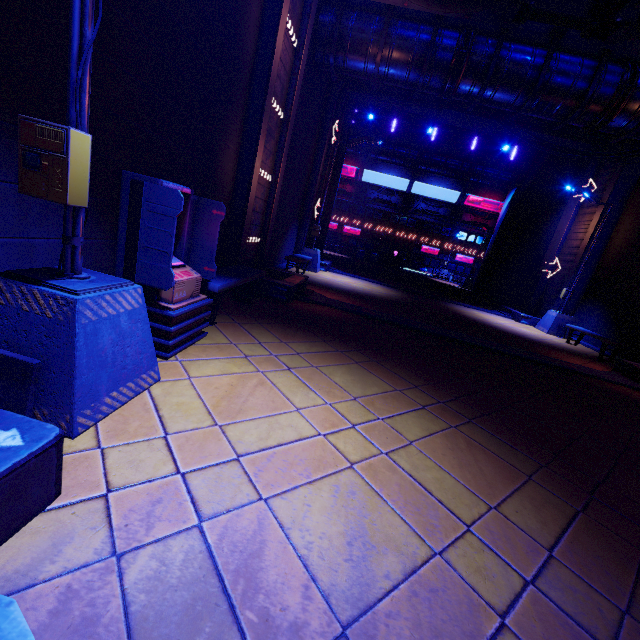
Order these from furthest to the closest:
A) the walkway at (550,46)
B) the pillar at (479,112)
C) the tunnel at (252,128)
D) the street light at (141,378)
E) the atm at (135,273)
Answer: the pillar at (479,112), the walkway at (550,46), the tunnel at (252,128), the atm at (135,273), the street light at (141,378)

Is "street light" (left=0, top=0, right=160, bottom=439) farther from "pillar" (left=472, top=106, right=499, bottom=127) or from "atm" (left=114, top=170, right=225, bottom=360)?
"pillar" (left=472, top=106, right=499, bottom=127)

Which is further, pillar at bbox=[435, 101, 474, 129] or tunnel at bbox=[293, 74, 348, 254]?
pillar at bbox=[435, 101, 474, 129]

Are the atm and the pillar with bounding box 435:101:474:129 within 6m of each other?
no

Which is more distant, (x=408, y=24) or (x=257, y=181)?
(x=408, y=24)

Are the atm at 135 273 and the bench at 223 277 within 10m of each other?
yes

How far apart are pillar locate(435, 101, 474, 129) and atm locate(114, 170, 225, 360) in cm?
1616

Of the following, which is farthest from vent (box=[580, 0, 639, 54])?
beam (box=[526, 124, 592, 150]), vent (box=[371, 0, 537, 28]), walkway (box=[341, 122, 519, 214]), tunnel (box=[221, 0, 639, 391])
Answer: walkway (box=[341, 122, 519, 214])
